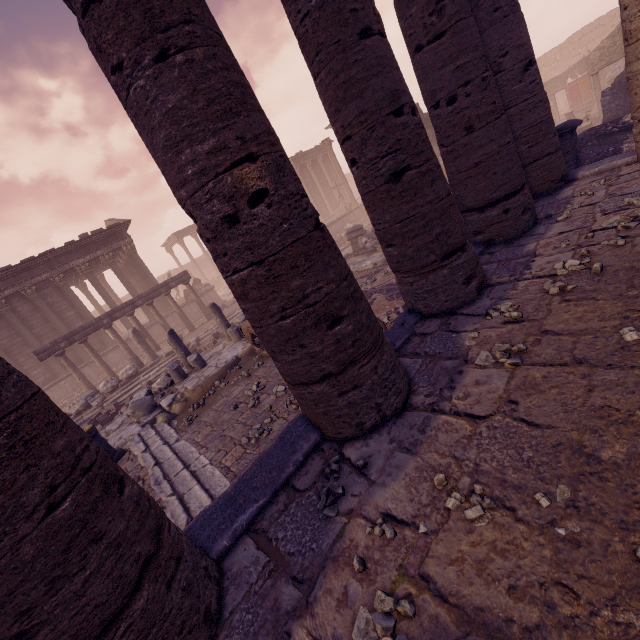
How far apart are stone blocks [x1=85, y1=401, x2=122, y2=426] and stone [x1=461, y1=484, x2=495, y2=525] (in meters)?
13.01

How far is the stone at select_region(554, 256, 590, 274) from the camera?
3.55m

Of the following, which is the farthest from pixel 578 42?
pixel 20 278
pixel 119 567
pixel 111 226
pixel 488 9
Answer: pixel 20 278

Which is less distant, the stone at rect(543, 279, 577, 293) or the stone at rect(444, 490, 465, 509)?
the stone at rect(444, 490, 465, 509)

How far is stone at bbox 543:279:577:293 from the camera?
3.3 meters

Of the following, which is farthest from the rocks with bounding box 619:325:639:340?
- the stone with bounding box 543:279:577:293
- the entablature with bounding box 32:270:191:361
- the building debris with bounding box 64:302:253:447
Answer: the entablature with bounding box 32:270:191:361

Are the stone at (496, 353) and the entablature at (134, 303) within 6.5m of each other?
no

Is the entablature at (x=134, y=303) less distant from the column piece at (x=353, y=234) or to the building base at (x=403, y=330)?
the column piece at (x=353, y=234)
